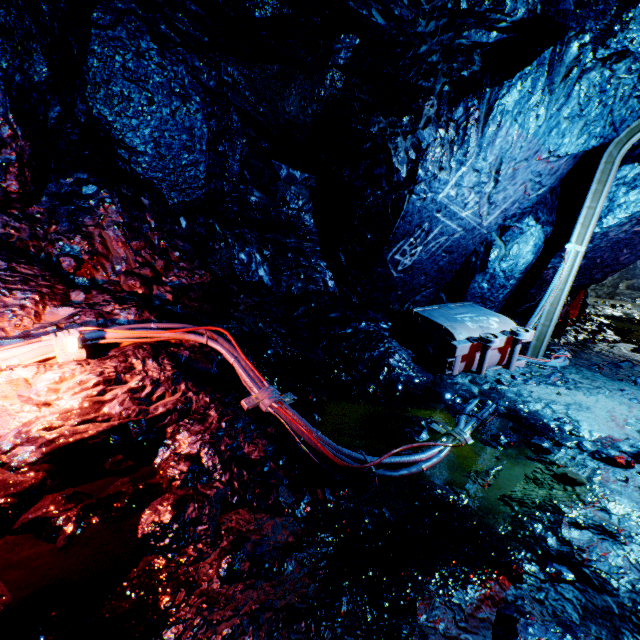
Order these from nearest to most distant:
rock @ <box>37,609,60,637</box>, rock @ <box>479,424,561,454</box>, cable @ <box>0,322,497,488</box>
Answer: rock @ <box>37,609,60,637</box> → cable @ <box>0,322,497,488</box> → rock @ <box>479,424,561,454</box>

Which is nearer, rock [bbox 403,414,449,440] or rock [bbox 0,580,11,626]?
rock [bbox 0,580,11,626]

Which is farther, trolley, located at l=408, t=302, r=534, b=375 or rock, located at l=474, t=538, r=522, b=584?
trolley, located at l=408, t=302, r=534, b=375

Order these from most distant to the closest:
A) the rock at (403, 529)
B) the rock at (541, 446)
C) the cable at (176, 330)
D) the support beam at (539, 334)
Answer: the support beam at (539, 334) → the rock at (541, 446) → the cable at (176, 330) → the rock at (403, 529)

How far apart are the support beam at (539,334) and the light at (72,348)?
6.4 meters

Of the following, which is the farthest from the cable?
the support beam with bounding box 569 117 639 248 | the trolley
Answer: the support beam with bounding box 569 117 639 248

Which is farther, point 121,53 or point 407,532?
point 121,53
